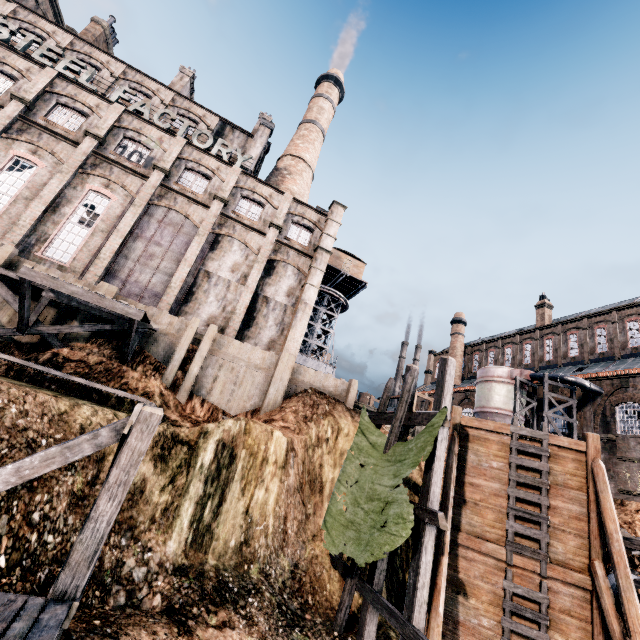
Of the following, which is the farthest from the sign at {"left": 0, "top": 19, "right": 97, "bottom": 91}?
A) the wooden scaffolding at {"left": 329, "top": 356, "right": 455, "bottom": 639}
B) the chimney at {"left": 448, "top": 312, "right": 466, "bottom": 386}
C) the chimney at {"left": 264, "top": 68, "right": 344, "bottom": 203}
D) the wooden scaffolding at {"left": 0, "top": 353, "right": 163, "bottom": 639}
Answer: the chimney at {"left": 448, "top": 312, "right": 466, "bottom": 386}

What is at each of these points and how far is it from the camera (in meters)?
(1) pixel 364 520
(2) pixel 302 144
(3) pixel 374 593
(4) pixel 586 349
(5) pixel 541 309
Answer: (1) cloth, 10.18
(2) chimney, 38.69
(3) wooden scaffolding, 9.86
(4) building, 37.50
(5) chimney, 45.69

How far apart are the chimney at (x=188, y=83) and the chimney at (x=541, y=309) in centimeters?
5274cm

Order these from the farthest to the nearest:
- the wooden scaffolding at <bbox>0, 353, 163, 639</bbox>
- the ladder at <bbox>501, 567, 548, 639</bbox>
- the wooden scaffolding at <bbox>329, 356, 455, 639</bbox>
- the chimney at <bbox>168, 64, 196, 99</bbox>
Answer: the chimney at <bbox>168, 64, 196, 99</bbox> < the ladder at <bbox>501, 567, 548, 639</bbox> < the wooden scaffolding at <bbox>329, 356, 455, 639</bbox> < the wooden scaffolding at <bbox>0, 353, 163, 639</bbox>

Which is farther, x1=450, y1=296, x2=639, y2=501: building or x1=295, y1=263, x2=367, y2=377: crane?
x1=295, y1=263, x2=367, y2=377: crane

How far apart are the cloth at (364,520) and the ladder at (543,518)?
4.25m

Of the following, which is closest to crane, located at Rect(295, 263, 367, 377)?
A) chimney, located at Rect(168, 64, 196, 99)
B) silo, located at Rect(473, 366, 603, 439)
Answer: silo, located at Rect(473, 366, 603, 439)

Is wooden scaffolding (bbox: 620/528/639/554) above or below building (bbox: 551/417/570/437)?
below
